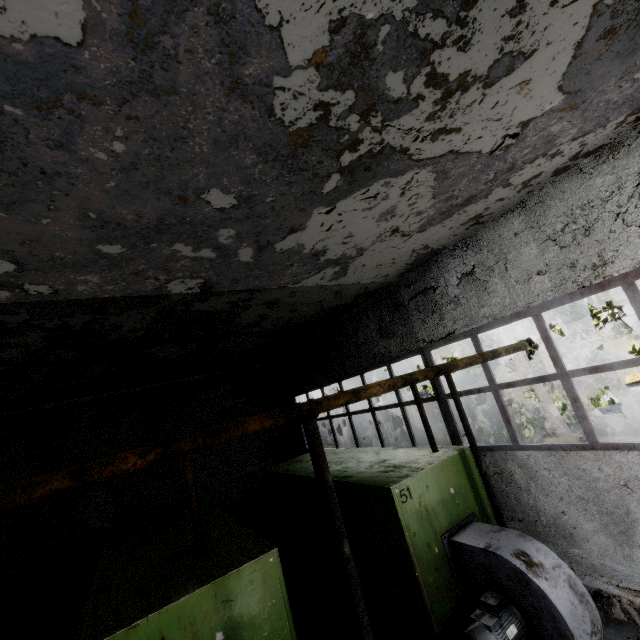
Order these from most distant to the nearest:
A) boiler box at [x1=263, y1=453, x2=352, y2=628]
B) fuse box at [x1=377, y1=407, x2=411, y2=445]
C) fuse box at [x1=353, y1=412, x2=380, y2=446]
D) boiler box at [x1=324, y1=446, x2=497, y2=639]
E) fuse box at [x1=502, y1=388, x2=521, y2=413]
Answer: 1. fuse box at [x1=502, y1=388, x2=521, y2=413]
2. fuse box at [x1=377, y1=407, x2=411, y2=445]
3. fuse box at [x1=353, y1=412, x2=380, y2=446]
4. boiler box at [x1=263, y1=453, x2=352, y2=628]
5. boiler box at [x1=324, y1=446, x2=497, y2=639]

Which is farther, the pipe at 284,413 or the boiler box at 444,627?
the boiler box at 444,627

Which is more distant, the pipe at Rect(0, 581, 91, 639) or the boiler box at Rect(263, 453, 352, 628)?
the pipe at Rect(0, 581, 91, 639)

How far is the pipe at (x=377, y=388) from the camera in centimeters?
276cm

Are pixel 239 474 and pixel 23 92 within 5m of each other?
no

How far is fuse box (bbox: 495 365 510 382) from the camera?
23.7m

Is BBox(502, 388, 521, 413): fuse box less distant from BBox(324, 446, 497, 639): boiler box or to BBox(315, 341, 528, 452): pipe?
BBox(315, 341, 528, 452): pipe

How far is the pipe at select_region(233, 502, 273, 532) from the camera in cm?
1143
